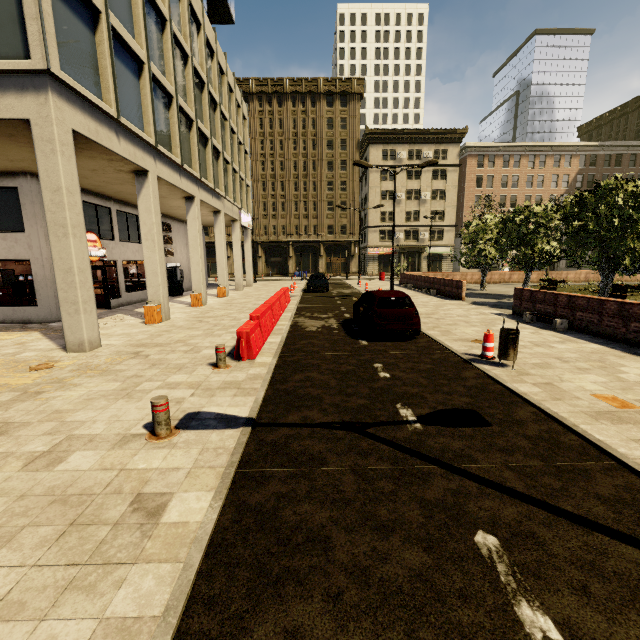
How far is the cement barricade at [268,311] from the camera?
8.08m

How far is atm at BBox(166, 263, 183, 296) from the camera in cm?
2363

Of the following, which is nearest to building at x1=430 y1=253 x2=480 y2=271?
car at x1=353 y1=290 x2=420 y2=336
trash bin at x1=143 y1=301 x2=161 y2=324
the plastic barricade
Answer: trash bin at x1=143 y1=301 x2=161 y2=324

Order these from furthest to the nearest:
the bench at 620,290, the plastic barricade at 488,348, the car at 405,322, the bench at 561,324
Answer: the bench at 620,290, the bench at 561,324, the car at 405,322, the plastic barricade at 488,348

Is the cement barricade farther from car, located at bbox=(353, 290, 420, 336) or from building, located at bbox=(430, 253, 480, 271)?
building, located at bbox=(430, 253, 480, 271)

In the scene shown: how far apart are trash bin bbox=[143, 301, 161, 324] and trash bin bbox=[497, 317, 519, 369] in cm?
1223

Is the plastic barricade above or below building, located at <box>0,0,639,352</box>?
below

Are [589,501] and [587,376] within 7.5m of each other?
yes
